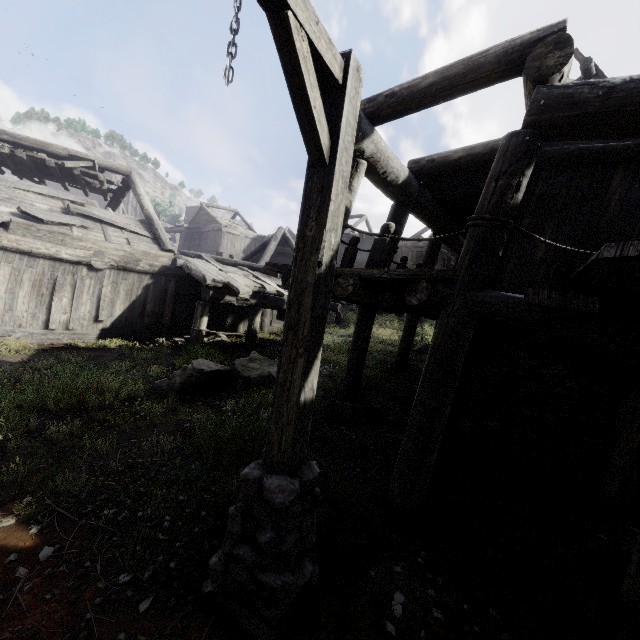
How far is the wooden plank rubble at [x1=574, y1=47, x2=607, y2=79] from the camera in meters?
6.9

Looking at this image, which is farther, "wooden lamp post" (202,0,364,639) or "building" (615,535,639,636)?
"building" (615,535,639,636)

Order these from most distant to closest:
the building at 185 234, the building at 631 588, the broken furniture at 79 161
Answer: the broken furniture at 79 161 → the building at 185 234 → the building at 631 588

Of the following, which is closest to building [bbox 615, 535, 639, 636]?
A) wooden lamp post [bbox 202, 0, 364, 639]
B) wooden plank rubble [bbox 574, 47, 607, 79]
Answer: wooden plank rubble [bbox 574, 47, 607, 79]

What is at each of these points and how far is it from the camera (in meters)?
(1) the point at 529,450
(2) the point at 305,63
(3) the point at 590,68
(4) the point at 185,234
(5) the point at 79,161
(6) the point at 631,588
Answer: (1) building, 5.18
(2) wooden lamp post, 2.21
(3) wooden plank rubble, 7.02
(4) building, 41.94
(5) broken furniture, 11.79
(6) building, 2.98

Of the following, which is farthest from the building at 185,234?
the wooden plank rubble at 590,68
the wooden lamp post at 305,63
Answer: the wooden lamp post at 305,63

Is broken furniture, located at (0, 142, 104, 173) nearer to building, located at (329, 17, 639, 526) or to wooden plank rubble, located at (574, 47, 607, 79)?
building, located at (329, 17, 639, 526)

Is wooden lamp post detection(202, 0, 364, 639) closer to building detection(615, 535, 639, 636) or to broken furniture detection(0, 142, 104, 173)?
building detection(615, 535, 639, 636)
